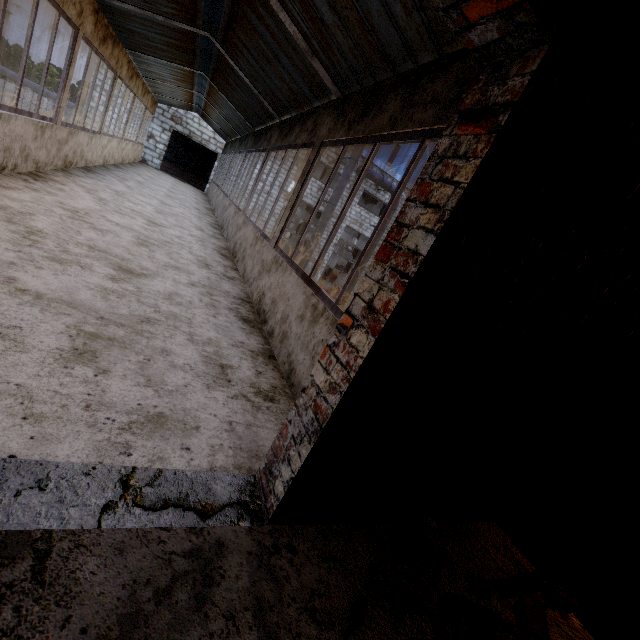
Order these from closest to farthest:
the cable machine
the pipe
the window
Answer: the window < the pipe < the cable machine

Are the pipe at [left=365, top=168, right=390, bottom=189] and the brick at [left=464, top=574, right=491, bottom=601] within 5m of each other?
no

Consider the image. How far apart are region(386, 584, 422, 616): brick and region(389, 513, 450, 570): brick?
0.4 meters

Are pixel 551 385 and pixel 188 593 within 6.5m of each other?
yes

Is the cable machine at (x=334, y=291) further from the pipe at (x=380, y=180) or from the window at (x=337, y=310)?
the window at (x=337, y=310)

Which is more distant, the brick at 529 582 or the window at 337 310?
the window at 337 310

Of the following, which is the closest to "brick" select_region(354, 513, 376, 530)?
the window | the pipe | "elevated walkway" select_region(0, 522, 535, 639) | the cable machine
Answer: "elevated walkway" select_region(0, 522, 535, 639)

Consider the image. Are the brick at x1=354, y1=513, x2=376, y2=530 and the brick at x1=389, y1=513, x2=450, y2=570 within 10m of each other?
yes
